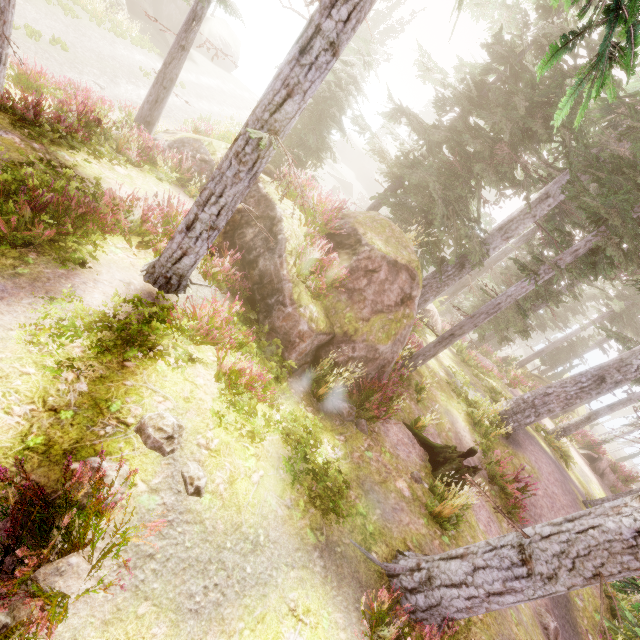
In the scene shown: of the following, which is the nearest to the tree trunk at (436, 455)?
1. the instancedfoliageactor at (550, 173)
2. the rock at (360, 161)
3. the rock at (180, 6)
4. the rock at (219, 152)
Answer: the rock at (219, 152)

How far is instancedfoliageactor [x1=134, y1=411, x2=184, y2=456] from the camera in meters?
4.0 m

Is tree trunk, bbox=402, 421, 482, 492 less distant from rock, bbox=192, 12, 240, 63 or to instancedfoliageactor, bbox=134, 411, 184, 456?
instancedfoliageactor, bbox=134, 411, 184, 456

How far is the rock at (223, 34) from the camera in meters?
34.5 m

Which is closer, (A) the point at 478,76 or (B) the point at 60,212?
(B) the point at 60,212

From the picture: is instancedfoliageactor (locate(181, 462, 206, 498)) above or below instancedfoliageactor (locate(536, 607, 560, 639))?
above

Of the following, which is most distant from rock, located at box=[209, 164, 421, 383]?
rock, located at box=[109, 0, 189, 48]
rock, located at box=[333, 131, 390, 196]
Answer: rock, located at box=[333, 131, 390, 196]

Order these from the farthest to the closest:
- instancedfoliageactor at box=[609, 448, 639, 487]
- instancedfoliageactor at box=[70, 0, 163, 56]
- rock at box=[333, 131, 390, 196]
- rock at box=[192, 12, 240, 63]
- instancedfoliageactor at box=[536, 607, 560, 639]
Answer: rock at box=[333, 131, 390, 196] → rock at box=[192, 12, 240, 63] → instancedfoliageactor at box=[609, 448, 639, 487] → instancedfoliageactor at box=[70, 0, 163, 56] → instancedfoliageactor at box=[536, 607, 560, 639]
